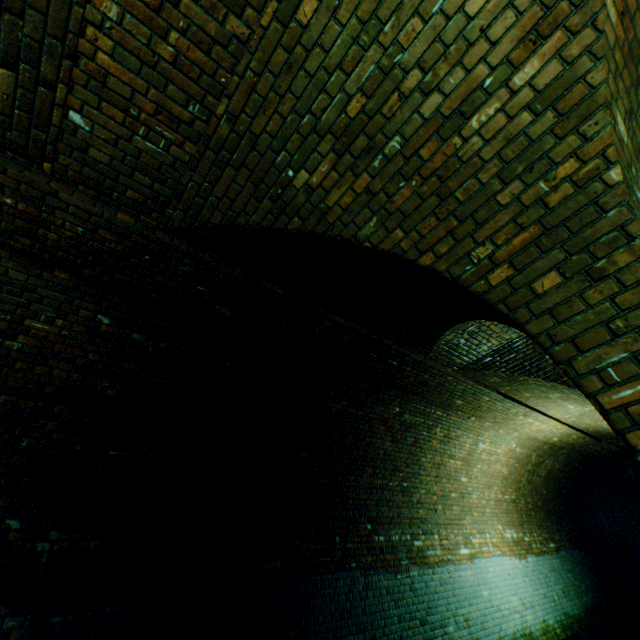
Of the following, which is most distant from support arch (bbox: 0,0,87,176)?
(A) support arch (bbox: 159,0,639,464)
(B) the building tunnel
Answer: (A) support arch (bbox: 159,0,639,464)

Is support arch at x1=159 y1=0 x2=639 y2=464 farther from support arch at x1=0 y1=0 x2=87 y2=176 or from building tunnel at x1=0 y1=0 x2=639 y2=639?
support arch at x1=0 y1=0 x2=87 y2=176

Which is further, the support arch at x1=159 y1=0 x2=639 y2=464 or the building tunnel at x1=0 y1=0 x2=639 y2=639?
the building tunnel at x1=0 y1=0 x2=639 y2=639

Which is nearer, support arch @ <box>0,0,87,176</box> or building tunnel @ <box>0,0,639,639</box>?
support arch @ <box>0,0,87,176</box>

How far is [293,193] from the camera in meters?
2.6 m

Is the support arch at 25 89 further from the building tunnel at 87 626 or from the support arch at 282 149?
the support arch at 282 149
